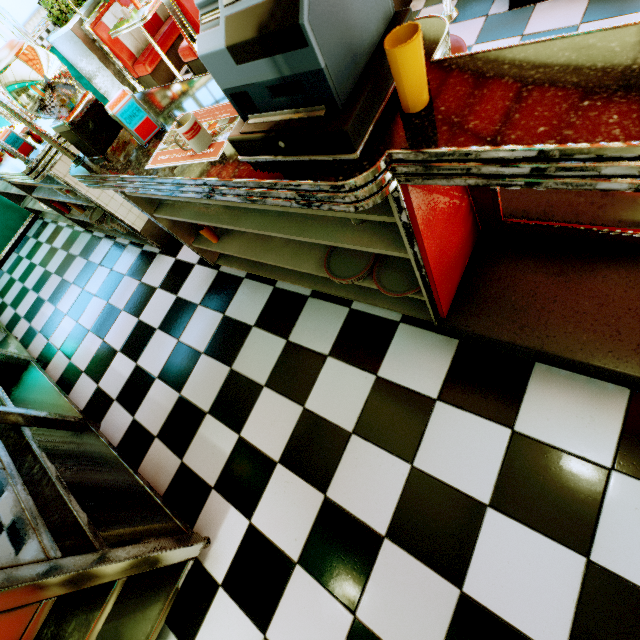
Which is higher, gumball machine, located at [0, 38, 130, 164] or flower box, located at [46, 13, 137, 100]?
gumball machine, located at [0, 38, 130, 164]

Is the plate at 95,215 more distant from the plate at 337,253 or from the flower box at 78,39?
the flower box at 78,39

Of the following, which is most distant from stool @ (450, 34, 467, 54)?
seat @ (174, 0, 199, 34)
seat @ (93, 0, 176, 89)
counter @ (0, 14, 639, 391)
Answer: seat @ (93, 0, 176, 89)

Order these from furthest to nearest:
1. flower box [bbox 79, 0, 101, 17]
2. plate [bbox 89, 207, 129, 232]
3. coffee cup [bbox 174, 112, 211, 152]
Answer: flower box [bbox 79, 0, 101, 17] < plate [bbox 89, 207, 129, 232] < coffee cup [bbox 174, 112, 211, 152]

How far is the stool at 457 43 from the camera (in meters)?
1.30

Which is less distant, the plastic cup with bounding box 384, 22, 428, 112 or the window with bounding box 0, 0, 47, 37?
the plastic cup with bounding box 384, 22, 428, 112

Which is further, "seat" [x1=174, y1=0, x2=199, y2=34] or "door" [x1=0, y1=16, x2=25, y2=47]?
"door" [x1=0, y1=16, x2=25, y2=47]

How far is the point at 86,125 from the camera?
1.5 meters
